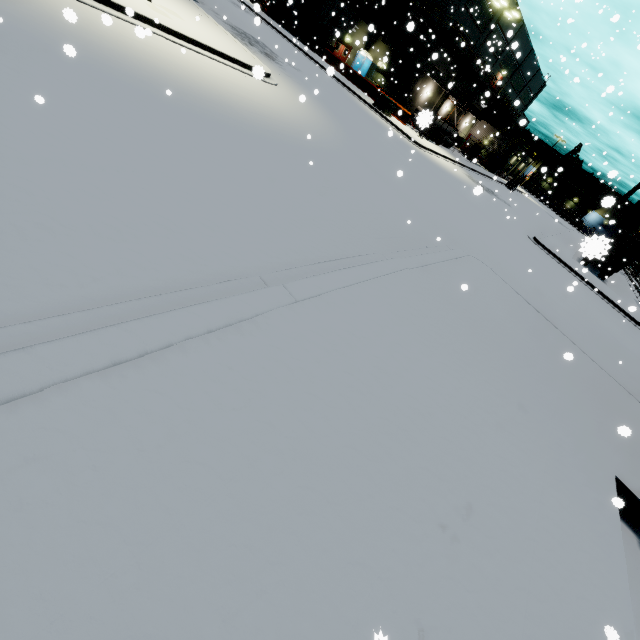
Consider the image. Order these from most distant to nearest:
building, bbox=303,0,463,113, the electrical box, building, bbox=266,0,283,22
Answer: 1. building, bbox=266,0,283,22
2. building, bbox=303,0,463,113
3. the electrical box

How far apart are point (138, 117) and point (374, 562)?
7.70m

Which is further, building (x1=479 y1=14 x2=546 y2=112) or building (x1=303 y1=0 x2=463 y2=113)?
building (x1=479 y1=14 x2=546 y2=112)

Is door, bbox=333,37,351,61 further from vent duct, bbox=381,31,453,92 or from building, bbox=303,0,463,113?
vent duct, bbox=381,31,453,92

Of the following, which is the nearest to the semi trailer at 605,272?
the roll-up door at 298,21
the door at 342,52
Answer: the roll-up door at 298,21

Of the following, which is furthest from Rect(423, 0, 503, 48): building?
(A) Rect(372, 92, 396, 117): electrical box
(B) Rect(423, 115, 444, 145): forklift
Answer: (A) Rect(372, 92, 396, 117): electrical box

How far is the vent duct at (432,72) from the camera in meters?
34.6

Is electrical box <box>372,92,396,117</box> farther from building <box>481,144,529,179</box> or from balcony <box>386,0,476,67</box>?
building <box>481,144,529,179</box>
